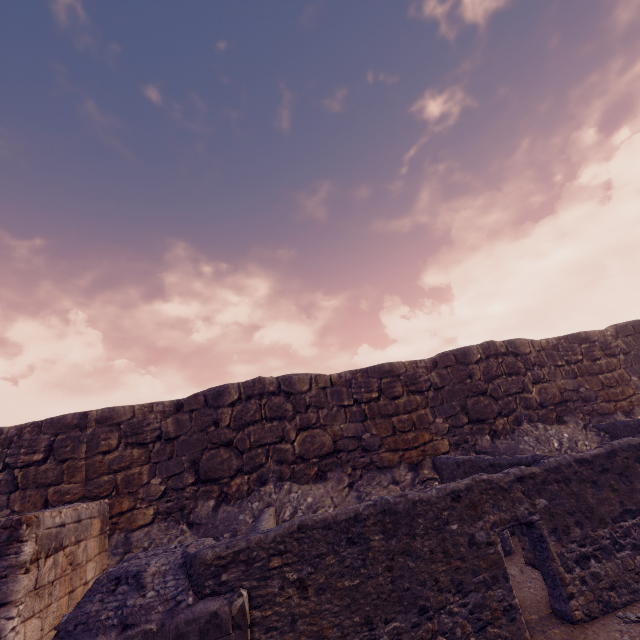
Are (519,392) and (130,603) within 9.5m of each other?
no
